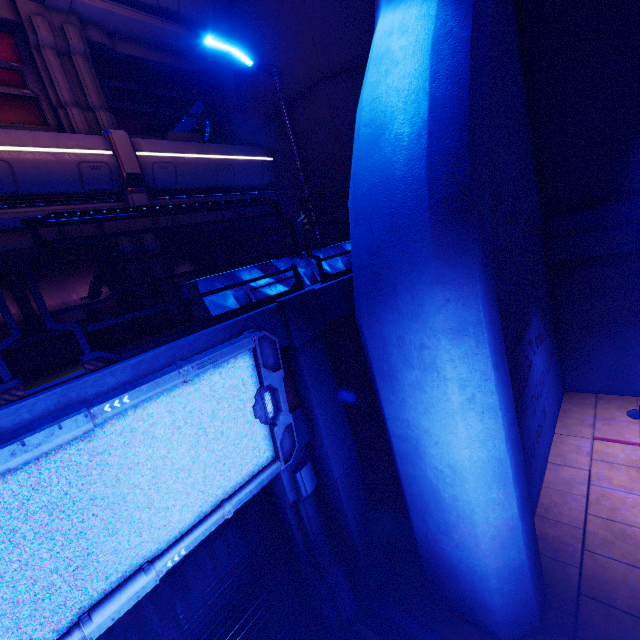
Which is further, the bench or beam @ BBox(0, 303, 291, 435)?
the bench

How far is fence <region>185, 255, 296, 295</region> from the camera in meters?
4.1

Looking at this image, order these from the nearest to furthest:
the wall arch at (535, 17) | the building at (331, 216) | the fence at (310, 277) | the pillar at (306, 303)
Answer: the pillar at (306, 303)
the fence at (310, 277)
the wall arch at (535, 17)
the building at (331, 216)

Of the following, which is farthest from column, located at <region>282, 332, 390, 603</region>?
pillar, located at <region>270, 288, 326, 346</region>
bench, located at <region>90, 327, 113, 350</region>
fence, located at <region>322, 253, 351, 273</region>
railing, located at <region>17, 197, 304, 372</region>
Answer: bench, located at <region>90, 327, 113, 350</region>

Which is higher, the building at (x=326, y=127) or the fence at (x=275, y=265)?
the building at (x=326, y=127)

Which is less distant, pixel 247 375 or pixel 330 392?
pixel 247 375

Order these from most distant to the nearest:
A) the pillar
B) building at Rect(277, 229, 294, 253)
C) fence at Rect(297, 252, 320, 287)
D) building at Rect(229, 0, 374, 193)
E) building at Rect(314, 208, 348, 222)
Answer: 1. building at Rect(277, 229, 294, 253)
2. building at Rect(314, 208, 348, 222)
3. building at Rect(229, 0, 374, 193)
4. fence at Rect(297, 252, 320, 287)
5. the pillar

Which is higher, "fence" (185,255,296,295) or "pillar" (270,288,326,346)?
"fence" (185,255,296,295)
